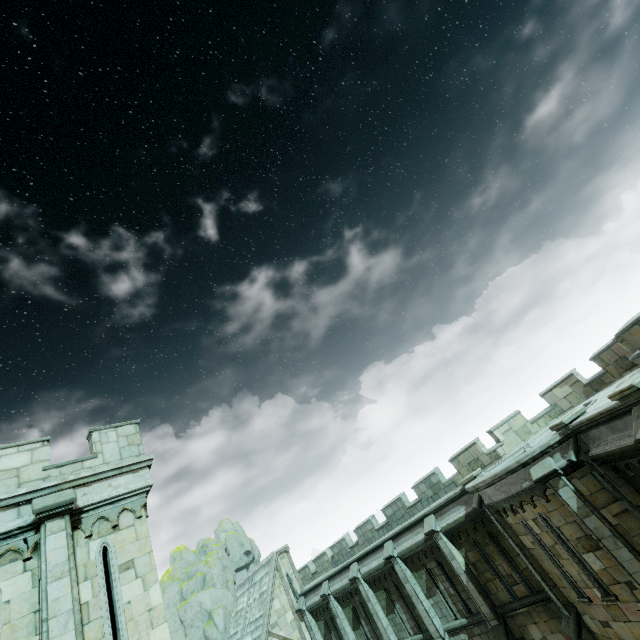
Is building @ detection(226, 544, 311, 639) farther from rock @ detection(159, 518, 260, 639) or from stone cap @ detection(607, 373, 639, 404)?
stone cap @ detection(607, 373, 639, 404)

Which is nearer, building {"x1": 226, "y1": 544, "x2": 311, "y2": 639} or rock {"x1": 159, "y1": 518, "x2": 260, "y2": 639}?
building {"x1": 226, "y1": 544, "x2": 311, "y2": 639}

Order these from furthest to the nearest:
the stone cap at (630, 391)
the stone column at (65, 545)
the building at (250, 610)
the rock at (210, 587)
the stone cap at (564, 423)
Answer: the rock at (210, 587) → the building at (250, 610) → the stone cap at (564, 423) → the stone cap at (630, 391) → the stone column at (65, 545)

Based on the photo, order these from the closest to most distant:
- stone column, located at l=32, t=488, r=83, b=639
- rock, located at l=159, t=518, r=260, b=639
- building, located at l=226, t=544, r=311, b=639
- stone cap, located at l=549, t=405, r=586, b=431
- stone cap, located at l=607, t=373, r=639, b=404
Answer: stone column, located at l=32, t=488, r=83, b=639 < stone cap, located at l=607, t=373, r=639, b=404 < stone cap, located at l=549, t=405, r=586, b=431 < building, located at l=226, t=544, r=311, b=639 < rock, located at l=159, t=518, r=260, b=639

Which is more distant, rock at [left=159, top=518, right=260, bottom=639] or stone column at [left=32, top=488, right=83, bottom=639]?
rock at [left=159, top=518, right=260, bottom=639]

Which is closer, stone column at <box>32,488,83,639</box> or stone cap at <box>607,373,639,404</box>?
stone column at <box>32,488,83,639</box>

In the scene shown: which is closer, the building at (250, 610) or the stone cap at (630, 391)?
the stone cap at (630, 391)

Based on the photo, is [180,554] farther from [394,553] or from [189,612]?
[394,553]
